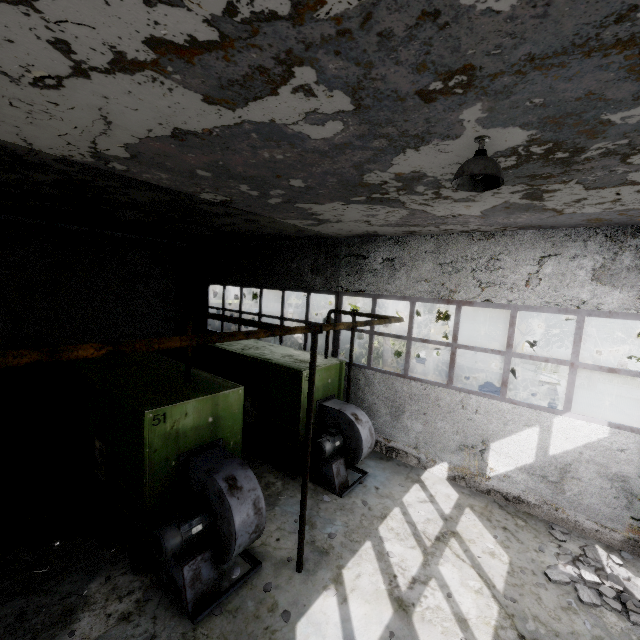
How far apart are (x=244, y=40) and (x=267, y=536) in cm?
782

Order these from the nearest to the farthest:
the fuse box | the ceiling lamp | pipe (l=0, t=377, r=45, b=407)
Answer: the ceiling lamp
pipe (l=0, t=377, r=45, b=407)
the fuse box

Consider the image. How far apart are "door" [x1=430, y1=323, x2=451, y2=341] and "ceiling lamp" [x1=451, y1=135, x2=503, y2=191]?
27.0 meters

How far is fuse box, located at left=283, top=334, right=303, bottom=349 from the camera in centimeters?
2256cm

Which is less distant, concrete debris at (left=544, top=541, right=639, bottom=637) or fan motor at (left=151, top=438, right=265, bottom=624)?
fan motor at (left=151, top=438, right=265, bottom=624)

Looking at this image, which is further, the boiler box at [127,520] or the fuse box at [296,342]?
the fuse box at [296,342]

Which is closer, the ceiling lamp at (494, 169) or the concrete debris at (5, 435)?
the ceiling lamp at (494, 169)

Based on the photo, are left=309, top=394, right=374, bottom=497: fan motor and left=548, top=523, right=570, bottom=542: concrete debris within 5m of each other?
yes
